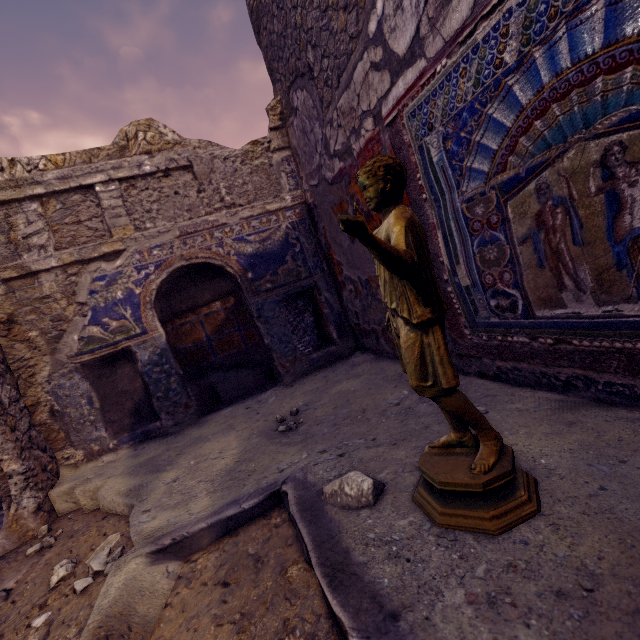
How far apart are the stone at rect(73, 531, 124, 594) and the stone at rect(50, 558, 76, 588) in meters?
0.1 m

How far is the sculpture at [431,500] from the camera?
0.96m

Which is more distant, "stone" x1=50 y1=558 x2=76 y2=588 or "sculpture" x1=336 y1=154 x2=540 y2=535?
"stone" x1=50 y1=558 x2=76 y2=588

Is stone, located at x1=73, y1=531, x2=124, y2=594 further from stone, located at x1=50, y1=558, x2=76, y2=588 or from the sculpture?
Answer: the sculpture

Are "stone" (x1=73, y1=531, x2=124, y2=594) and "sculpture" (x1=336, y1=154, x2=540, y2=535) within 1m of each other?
no

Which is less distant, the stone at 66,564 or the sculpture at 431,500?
the sculpture at 431,500

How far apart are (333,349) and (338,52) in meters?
2.7 m

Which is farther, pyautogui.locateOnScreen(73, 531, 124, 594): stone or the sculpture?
pyautogui.locateOnScreen(73, 531, 124, 594): stone
